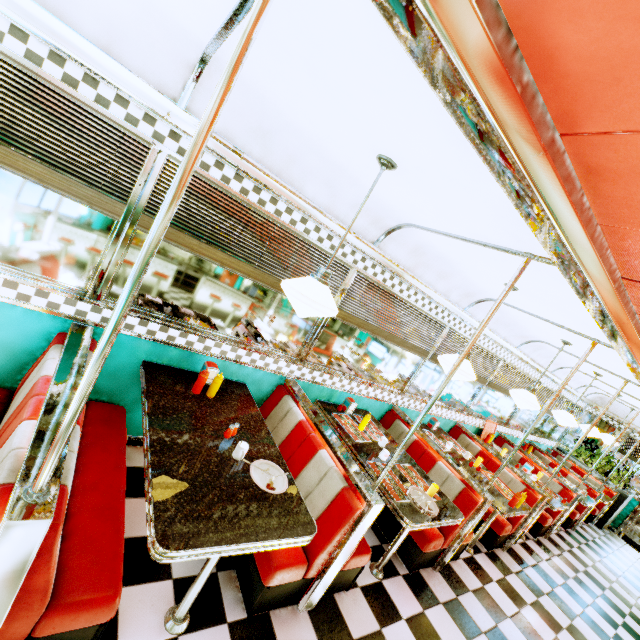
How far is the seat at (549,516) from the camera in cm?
581

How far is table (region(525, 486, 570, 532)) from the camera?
5.09m

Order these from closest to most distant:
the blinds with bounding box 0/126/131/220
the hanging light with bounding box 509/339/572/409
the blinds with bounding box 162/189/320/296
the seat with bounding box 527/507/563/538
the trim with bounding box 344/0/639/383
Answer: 1. the trim with bounding box 344/0/639/383
2. the blinds with bounding box 0/126/131/220
3. the blinds with bounding box 162/189/320/296
4. the hanging light with bounding box 509/339/572/409
5. the seat with bounding box 527/507/563/538

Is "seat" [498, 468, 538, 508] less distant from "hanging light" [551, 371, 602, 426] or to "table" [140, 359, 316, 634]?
"hanging light" [551, 371, 602, 426]

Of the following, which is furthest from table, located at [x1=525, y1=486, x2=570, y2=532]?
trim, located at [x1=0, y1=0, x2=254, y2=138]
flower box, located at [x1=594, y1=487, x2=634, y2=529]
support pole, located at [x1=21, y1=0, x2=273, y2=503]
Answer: support pole, located at [x1=21, y1=0, x2=273, y2=503]

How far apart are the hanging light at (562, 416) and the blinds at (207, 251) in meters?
4.9 m

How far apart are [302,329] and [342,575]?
2.22m

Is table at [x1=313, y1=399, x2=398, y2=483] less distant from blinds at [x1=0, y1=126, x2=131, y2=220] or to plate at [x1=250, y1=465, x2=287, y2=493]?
plate at [x1=250, y1=465, x2=287, y2=493]
